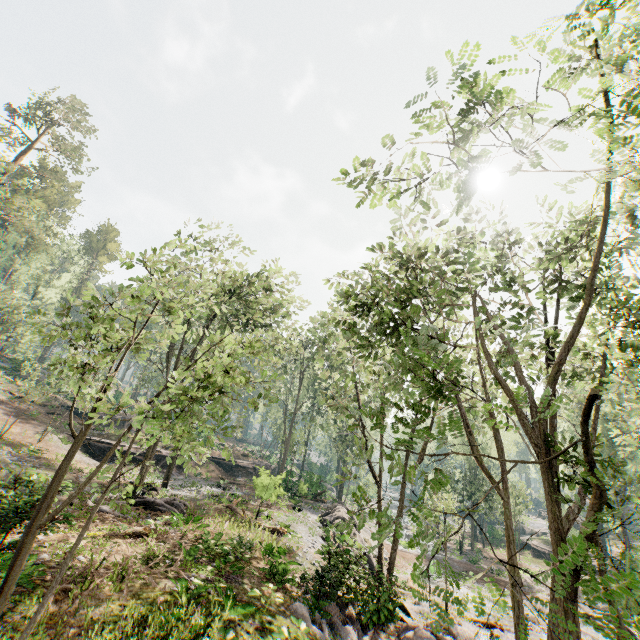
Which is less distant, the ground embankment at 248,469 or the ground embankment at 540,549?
the ground embankment at 248,469

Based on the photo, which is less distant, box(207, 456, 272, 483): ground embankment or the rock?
the rock

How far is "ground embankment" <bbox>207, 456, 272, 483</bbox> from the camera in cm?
2172

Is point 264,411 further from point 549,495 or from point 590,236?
point 549,495

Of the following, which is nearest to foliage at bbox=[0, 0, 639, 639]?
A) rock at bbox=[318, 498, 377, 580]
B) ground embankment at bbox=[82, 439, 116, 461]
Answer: rock at bbox=[318, 498, 377, 580]

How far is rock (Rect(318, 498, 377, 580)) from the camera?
15.2 meters

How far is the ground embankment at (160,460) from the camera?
31.0 meters

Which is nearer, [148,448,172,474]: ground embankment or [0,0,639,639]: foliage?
[0,0,639,639]: foliage
